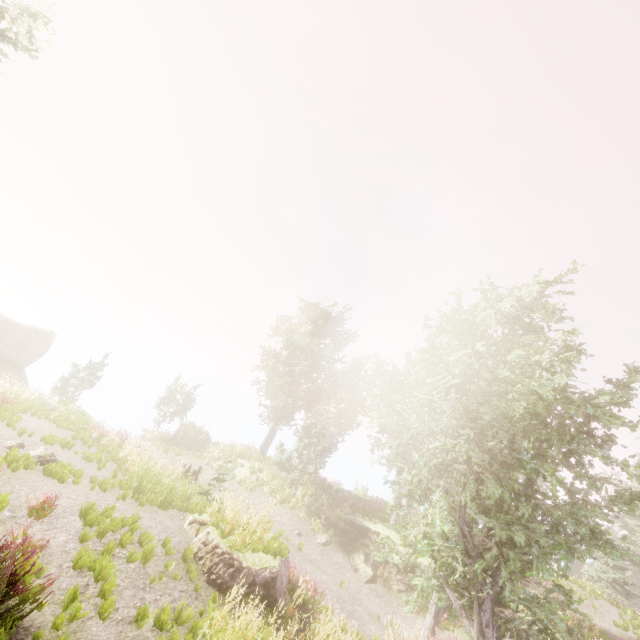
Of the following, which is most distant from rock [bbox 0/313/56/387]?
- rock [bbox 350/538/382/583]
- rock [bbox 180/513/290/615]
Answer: rock [bbox 350/538/382/583]

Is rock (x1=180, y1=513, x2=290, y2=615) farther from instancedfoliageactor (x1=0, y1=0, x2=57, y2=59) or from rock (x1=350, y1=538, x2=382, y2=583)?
rock (x1=350, y1=538, x2=382, y2=583)

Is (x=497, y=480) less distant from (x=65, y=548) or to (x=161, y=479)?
(x=65, y=548)

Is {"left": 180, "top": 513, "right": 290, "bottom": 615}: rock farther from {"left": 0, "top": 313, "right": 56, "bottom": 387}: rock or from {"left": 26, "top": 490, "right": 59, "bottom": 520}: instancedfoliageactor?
{"left": 0, "top": 313, "right": 56, "bottom": 387}: rock

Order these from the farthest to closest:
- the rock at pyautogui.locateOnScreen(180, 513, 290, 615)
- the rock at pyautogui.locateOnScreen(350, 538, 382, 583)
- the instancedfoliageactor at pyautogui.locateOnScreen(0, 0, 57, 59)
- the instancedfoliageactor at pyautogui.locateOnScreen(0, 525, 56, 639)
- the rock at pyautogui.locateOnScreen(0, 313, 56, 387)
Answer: the rock at pyautogui.locateOnScreen(0, 313, 56, 387)
the rock at pyautogui.locateOnScreen(350, 538, 382, 583)
the instancedfoliageactor at pyautogui.locateOnScreen(0, 0, 57, 59)
the rock at pyautogui.locateOnScreen(180, 513, 290, 615)
the instancedfoliageactor at pyautogui.locateOnScreen(0, 525, 56, 639)

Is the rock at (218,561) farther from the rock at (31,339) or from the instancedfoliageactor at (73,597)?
the rock at (31,339)

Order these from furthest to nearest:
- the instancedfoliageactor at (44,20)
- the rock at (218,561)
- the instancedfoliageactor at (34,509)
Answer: the instancedfoliageactor at (44,20) → the rock at (218,561) → the instancedfoliageactor at (34,509)

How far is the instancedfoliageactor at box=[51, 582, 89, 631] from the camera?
4.9 meters
